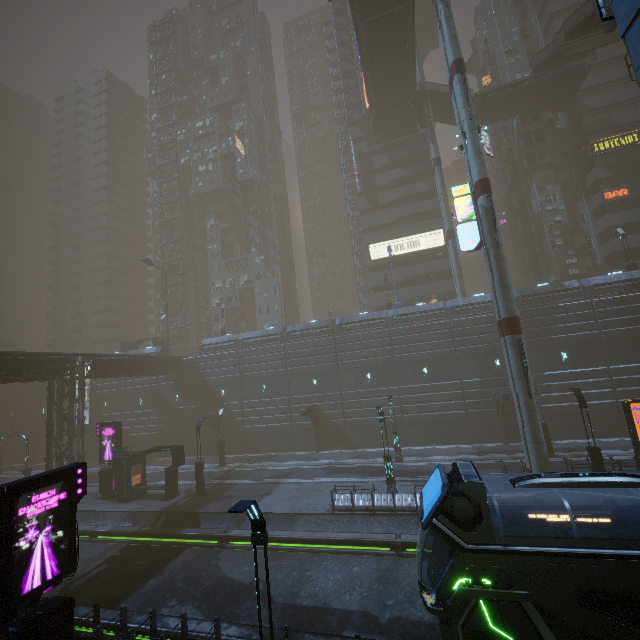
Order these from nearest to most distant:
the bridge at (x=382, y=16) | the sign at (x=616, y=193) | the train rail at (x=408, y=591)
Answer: the train rail at (x=408, y=591), the bridge at (x=382, y=16), the sign at (x=616, y=193)

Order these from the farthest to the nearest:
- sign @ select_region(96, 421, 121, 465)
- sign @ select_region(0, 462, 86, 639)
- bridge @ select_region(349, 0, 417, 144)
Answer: bridge @ select_region(349, 0, 417, 144), sign @ select_region(96, 421, 121, 465), sign @ select_region(0, 462, 86, 639)

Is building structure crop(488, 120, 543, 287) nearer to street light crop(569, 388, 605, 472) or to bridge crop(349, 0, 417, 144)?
bridge crop(349, 0, 417, 144)

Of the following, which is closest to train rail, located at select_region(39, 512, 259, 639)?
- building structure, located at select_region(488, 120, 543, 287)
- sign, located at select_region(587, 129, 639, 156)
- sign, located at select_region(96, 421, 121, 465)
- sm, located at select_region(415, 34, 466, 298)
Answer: sign, located at select_region(96, 421, 121, 465)

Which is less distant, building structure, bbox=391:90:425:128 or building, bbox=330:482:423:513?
building, bbox=330:482:423:513

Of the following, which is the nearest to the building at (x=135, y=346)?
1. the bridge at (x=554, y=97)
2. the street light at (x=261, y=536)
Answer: the bridge at (x=554, y=97)

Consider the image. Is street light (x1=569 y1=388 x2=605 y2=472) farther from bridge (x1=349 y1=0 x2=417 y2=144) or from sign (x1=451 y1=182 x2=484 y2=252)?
bridge (x1=349 y1=0 x2=417 y2=144)

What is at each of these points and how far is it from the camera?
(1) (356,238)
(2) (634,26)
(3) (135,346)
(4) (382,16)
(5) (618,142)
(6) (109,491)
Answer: (1) building structure, 52.6 meters
(2) sm, 6.7 meters
(3) building, 48.1 meters
(4) bridge, 30.9 meters
(5) sign, 37.8 meters
(6) sign, 26.0 meters
